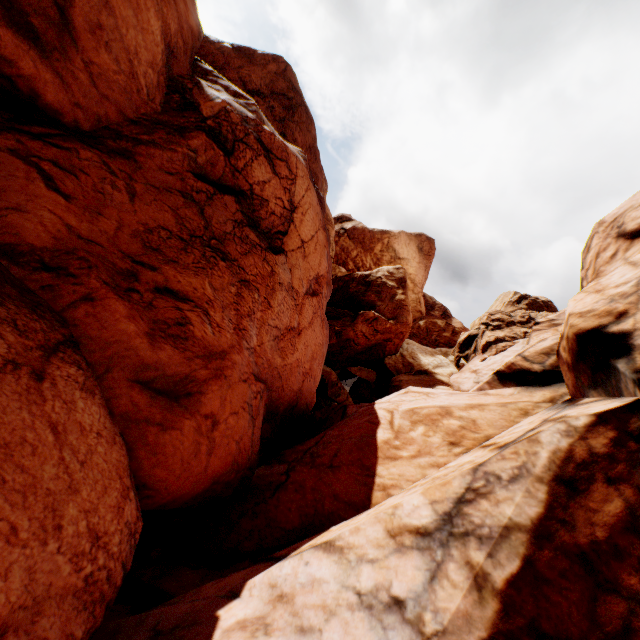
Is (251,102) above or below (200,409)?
above
